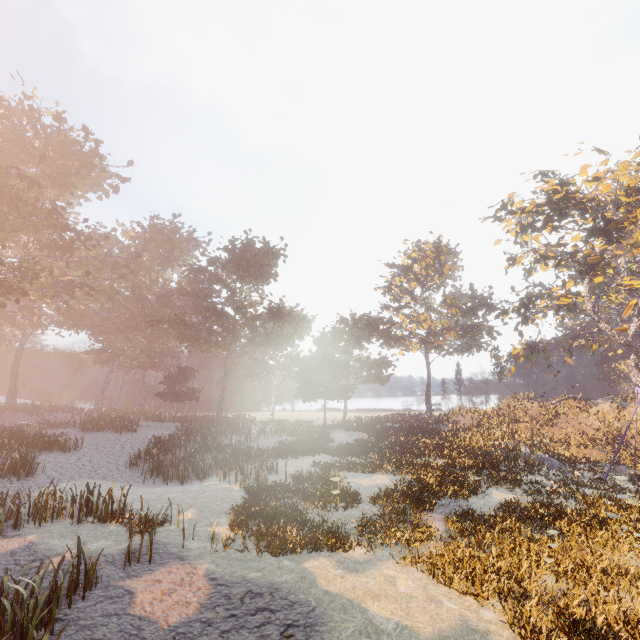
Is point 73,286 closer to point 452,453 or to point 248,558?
point 248,558
